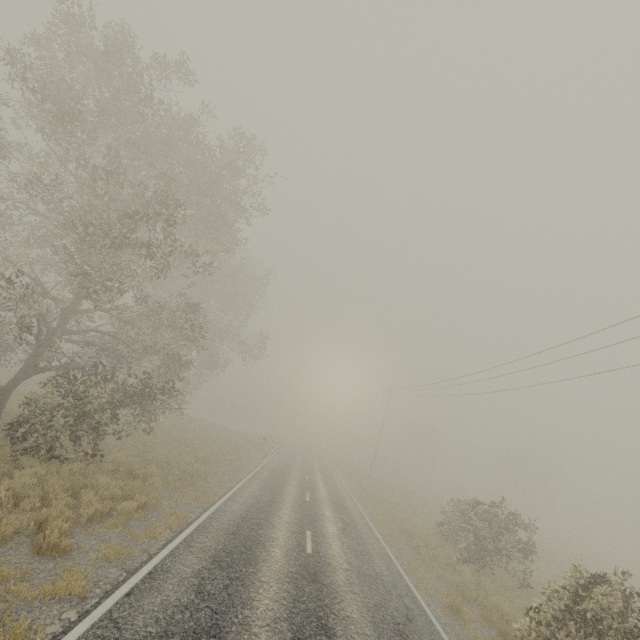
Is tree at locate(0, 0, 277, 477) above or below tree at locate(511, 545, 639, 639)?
above

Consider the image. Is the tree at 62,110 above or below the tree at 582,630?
above

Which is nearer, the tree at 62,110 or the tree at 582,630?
the tree at 582,630

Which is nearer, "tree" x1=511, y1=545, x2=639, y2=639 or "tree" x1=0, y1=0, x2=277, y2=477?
"tree" x1=511, y1=545, x2=639, y2=639

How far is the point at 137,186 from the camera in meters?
12.8
